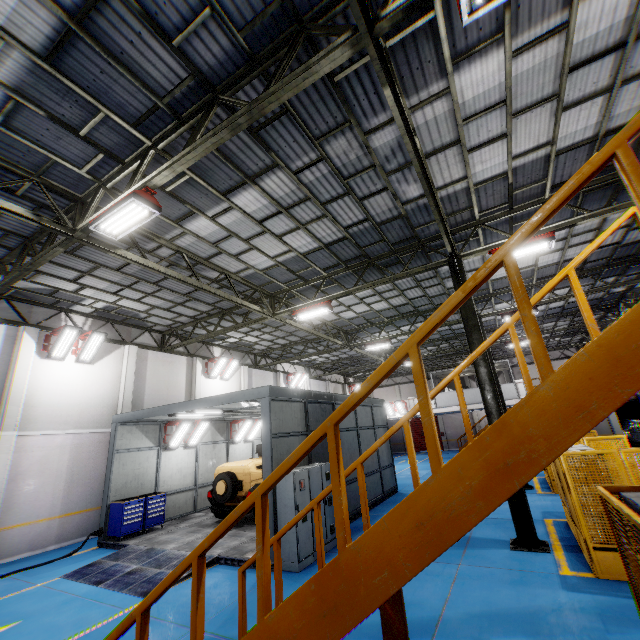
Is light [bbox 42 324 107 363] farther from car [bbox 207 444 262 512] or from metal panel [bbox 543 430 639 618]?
metal panel [bbox 543 430 639 618]

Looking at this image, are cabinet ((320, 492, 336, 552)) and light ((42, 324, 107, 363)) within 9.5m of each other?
no

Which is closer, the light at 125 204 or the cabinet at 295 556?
the light at 125 204

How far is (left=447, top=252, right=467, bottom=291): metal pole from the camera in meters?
10.0

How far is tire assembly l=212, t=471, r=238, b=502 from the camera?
11.62m

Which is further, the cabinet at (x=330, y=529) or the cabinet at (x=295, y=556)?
the cabinet at (x=330, y=529)

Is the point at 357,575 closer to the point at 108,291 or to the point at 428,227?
the point at 428,227

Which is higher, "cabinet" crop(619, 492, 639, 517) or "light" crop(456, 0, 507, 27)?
"light" crop(456, 0, 507, 27)
